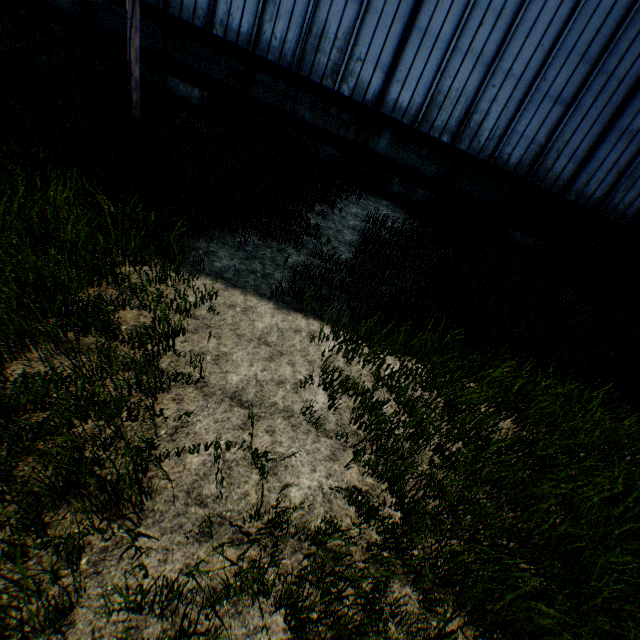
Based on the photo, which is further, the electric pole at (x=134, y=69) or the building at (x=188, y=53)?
the building at (x=188, y=53)

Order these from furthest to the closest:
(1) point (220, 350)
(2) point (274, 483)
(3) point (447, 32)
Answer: (3) point (447, 32), (1) point (220, 350), (2) point (274, 483)

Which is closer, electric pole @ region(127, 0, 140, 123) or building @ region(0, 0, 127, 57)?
electric pole @ region(127, 0, 140, 123)
